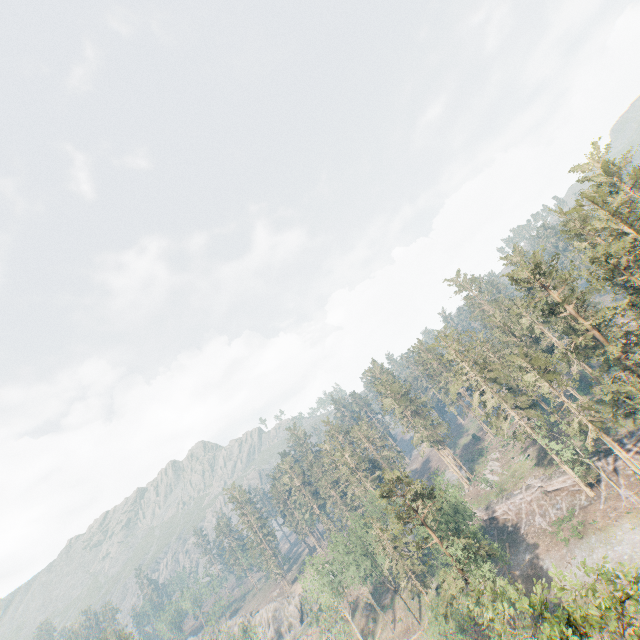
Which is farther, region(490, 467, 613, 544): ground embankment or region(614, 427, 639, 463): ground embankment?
region(490, 467, 613, 544): ground embankment

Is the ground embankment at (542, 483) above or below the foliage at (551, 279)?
below

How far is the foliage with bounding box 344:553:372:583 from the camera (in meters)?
57.00

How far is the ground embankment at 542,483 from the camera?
49.8m

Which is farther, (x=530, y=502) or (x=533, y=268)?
(x=530, y=502)

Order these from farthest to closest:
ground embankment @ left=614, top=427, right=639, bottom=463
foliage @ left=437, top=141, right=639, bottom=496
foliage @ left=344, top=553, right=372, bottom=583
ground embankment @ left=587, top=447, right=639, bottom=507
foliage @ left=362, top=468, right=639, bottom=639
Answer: foliage @ left=344, top=553, right=372, bottom=583 → ground embankment @ left=614, top=427, right=639, bottom=463 → ground embankment @ left=587, top=447, right=639, bottom=507 → foliage @ left=437, top=141, right=639, bottom=496 → foliage @ left=362, top=468, right=639, bottom=639

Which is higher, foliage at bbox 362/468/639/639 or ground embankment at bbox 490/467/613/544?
foliage at bbox 362/468/639/639

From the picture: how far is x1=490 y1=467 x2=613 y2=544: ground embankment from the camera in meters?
49.8 m
